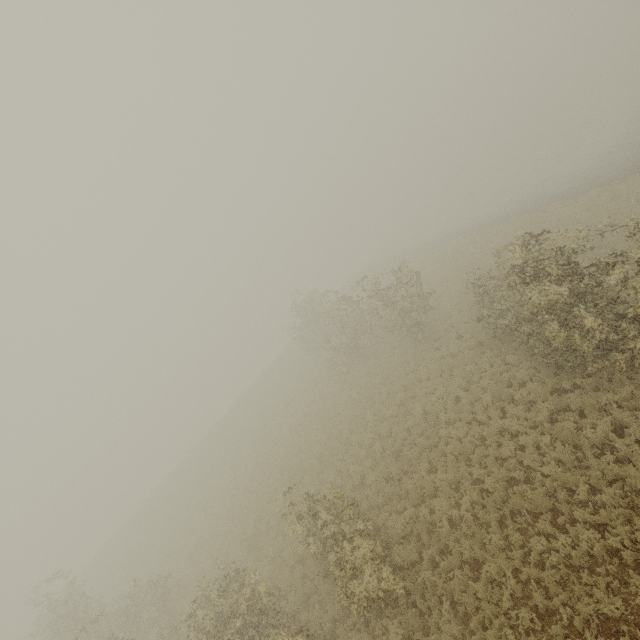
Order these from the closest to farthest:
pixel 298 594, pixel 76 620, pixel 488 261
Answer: pixel 298 594
pixel 76 620
pixel 488 261
